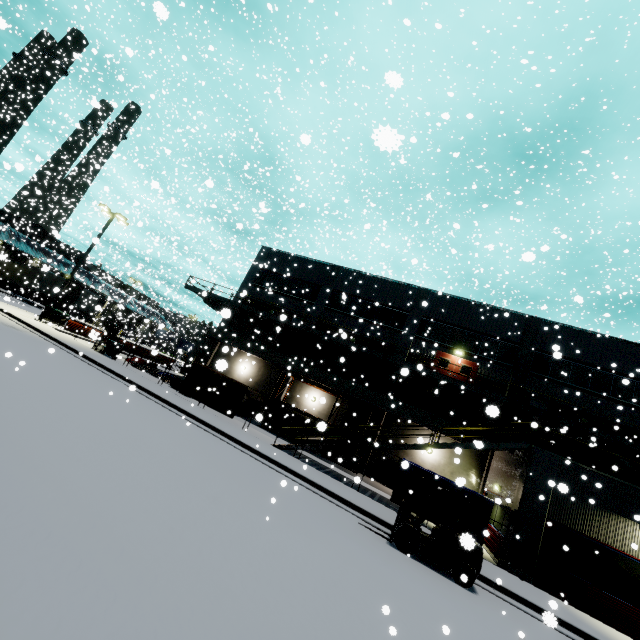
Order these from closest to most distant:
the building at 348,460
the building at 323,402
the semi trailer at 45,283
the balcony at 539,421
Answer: the building at 348,460, the balcony at 539,421, the building at 323,402, the semi trailer at 45,283

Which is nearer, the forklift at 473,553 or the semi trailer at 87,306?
the forklift at 473,553

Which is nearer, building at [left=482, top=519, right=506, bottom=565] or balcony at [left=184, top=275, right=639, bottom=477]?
building at [left=482, top=519, right=506, bottom=565]

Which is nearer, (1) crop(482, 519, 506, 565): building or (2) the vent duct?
(1) crop(482, 519, 506, 565): building

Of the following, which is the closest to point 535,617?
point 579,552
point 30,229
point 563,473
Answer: point 579,552

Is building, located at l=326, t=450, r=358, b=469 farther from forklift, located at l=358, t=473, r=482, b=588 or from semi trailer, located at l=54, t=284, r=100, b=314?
forklift, located at l=358, t=473, r=482, b=588

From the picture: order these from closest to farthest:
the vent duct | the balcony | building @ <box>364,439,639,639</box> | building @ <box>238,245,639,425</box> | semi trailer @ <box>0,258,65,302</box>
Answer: building @ <box>364,439,639,639</box> → the balcony → building @ <box>238,245,639,425</box> → the vent duct → semi trailer @ <box>0,258,65,302</box>

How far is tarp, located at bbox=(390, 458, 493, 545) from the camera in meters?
13.2
